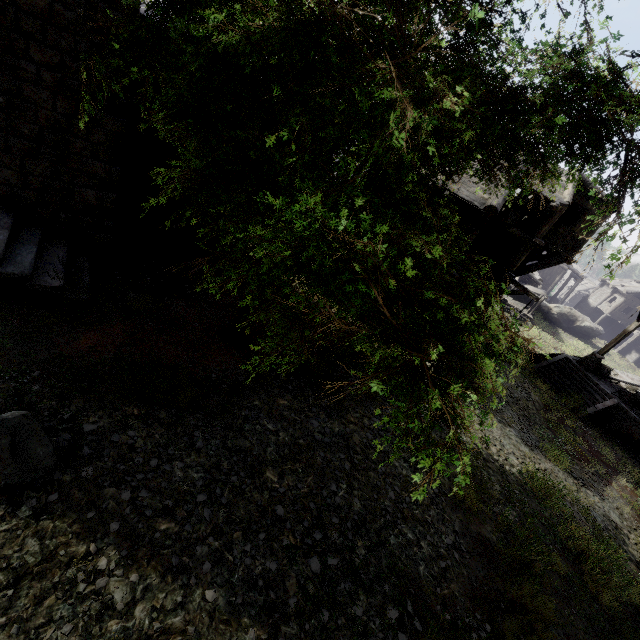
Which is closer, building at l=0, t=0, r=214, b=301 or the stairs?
building at l=0, t=0, r=214, b=301

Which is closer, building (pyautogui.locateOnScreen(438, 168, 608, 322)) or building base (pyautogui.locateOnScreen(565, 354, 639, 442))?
building (pyautogui.locateOnScreen(438, 168, 608, 322))

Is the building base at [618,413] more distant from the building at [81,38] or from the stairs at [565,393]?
the building at [81,38]

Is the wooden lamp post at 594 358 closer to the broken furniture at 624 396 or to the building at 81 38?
the broken furniture at 624 396

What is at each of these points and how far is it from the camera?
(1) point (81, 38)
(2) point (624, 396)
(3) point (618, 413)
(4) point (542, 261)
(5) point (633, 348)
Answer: (1) building, 7.0m
(2) broken furniture, 18.8m
(3) building base, 18.0m
(4) building, 16.2m
(5) building, 37.9m

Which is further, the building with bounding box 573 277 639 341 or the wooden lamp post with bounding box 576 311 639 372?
the building with bounding box 573 277 639 341

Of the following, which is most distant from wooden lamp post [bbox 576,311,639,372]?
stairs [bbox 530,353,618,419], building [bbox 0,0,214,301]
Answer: building [bbox 0,0,214,301]

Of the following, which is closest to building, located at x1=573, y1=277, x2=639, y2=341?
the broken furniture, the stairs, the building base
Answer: the stairs
